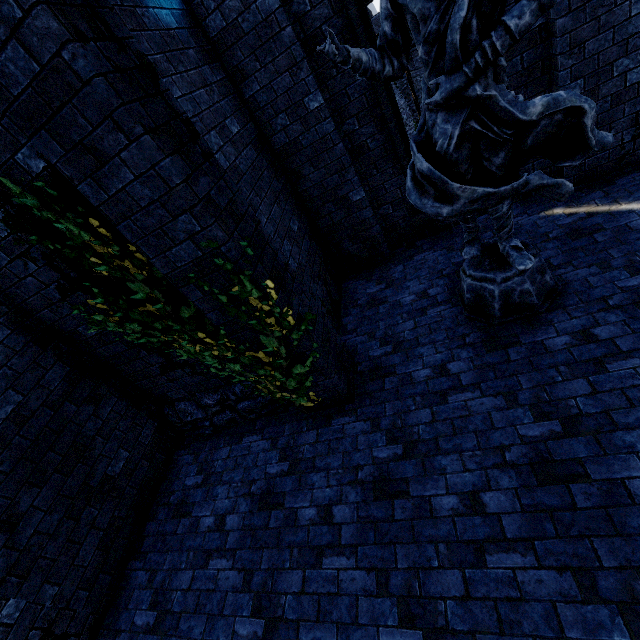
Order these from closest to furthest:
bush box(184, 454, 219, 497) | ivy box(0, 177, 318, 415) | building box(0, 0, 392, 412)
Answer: building box(0, 0, 392, 412) → ivy box(0, 177, 318, 415) → bush box(184, 454, 219, 497)

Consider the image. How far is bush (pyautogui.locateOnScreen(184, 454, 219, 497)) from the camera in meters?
4.6 m

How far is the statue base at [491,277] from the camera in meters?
3.7

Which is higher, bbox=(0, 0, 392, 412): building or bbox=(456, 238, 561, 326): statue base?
A: bbox=(0, 0, 392, 412): building

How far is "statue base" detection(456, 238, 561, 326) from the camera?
3.7 meters

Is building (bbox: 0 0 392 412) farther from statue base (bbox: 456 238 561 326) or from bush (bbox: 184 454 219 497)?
statue base (bbox: 456 238 561 326)

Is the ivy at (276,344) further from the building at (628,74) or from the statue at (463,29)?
the statue at (463,29)

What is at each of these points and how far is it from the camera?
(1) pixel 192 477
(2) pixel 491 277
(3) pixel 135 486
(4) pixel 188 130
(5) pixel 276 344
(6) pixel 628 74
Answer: (1) bush, 4.79m
(2) statue base, 3.78m
(3) building, 4.65m
(4) building, 2.75m
(5) ivy, 3.47m
(6) building, 4.05m
